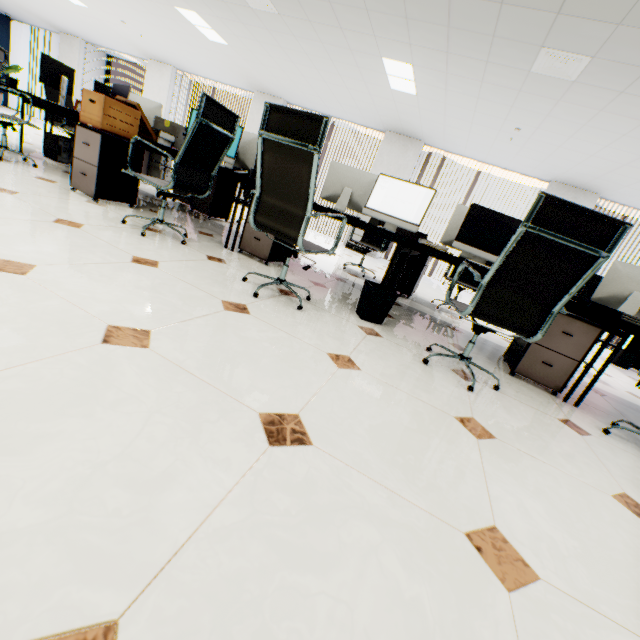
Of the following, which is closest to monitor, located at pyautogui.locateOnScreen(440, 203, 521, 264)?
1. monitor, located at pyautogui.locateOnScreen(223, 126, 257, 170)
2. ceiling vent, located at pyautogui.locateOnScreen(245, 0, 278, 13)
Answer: monitor, located at pyautogui.locateOnScreen(223, 126, 257, 170)

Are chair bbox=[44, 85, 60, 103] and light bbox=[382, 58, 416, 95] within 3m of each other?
no

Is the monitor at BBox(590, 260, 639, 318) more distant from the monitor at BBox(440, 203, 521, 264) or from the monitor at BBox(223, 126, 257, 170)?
the monitor at BBox(223, 126, 257, 170)

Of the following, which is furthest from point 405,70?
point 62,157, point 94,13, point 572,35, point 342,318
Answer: point 94,13

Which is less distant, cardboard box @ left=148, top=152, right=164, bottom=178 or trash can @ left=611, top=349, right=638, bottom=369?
trash can @ left=611, top=349, right=638, bottom=369

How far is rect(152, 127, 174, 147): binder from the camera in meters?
3.9

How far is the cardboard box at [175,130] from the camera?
4.1 meters

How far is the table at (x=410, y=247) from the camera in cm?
264
